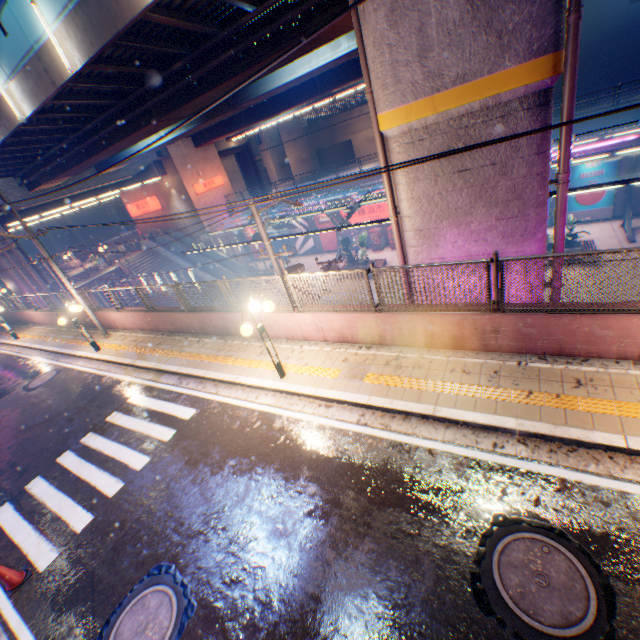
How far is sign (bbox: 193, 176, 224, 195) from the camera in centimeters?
3528cm

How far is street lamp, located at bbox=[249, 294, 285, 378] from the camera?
7.8m

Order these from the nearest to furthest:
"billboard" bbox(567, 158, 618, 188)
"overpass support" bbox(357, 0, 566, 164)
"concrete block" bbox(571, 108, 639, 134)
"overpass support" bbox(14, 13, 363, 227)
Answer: "overpass support" bbox(357, 0, 566, 164) < "overpass support" bbox(14, 13, 363, 227) < "concrete block" bbox(571, 108, 639, 134) < "billboard" bbox(567, 158, 618, 188)

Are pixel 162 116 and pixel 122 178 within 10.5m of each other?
no

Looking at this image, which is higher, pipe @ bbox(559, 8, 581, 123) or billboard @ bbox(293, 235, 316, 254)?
pipe @ bbox(559, 8, 581, 123)

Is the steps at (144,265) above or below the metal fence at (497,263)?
below

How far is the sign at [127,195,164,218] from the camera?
37.3 meters

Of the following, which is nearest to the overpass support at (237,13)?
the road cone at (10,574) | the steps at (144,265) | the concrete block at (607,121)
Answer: the concrete block at (607,121)
